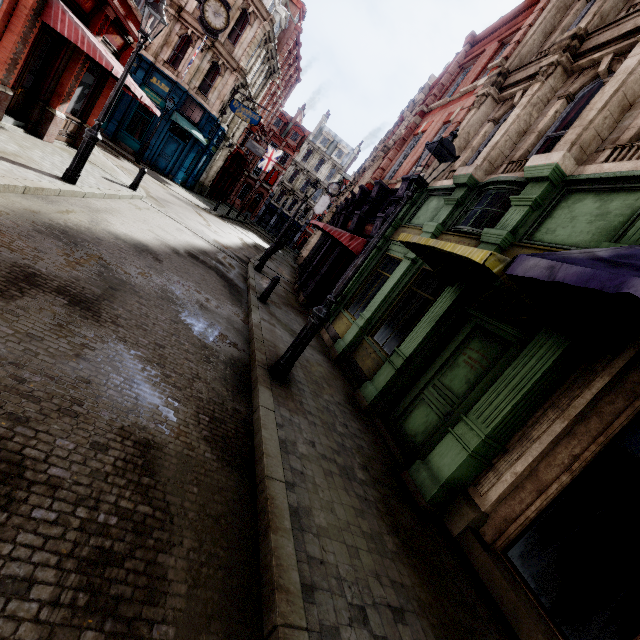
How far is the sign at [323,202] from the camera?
37.6 meters

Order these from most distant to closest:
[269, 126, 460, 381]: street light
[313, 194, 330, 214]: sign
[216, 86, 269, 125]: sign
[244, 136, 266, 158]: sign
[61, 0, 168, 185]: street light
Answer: [313, 194, 330, 214]: sign < [244, 136, 266, 158]: sign < [216, 86, 269, 125]: sign < [61, 0, 168, 185]: street light < [269, 126, 460, 381]: street light

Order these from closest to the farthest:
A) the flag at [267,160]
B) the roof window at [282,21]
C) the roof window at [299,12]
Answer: the roof window at [282,21], the roof window at [299,12], the flag at [267,160]

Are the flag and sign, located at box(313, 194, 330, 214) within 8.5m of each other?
yes

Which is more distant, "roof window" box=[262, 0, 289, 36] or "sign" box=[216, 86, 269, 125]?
"roof window" box=[262, 0, 289, 36]

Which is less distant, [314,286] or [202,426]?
[202,426]

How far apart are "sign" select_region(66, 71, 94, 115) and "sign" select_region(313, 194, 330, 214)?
27.6 meters

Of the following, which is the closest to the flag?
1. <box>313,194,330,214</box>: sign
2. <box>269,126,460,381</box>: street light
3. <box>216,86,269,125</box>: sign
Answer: <box>216,86,269,125</box>: sign
